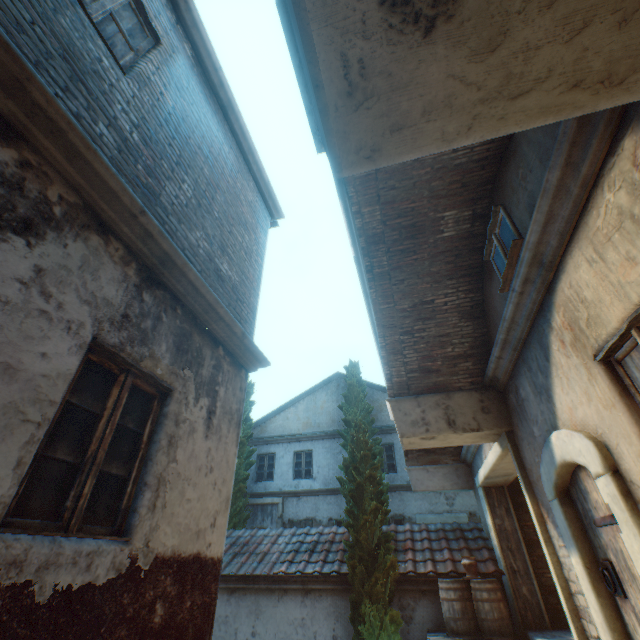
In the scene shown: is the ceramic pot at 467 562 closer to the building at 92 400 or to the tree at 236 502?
the tree at 236 502

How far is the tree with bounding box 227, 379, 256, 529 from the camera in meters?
14.3 m

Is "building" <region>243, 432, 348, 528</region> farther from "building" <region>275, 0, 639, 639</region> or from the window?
the window

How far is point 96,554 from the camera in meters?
2.3

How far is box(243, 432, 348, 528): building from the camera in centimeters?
1442cm

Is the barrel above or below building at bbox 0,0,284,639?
below

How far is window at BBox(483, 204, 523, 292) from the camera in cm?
404

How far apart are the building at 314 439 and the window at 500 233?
12.63m
